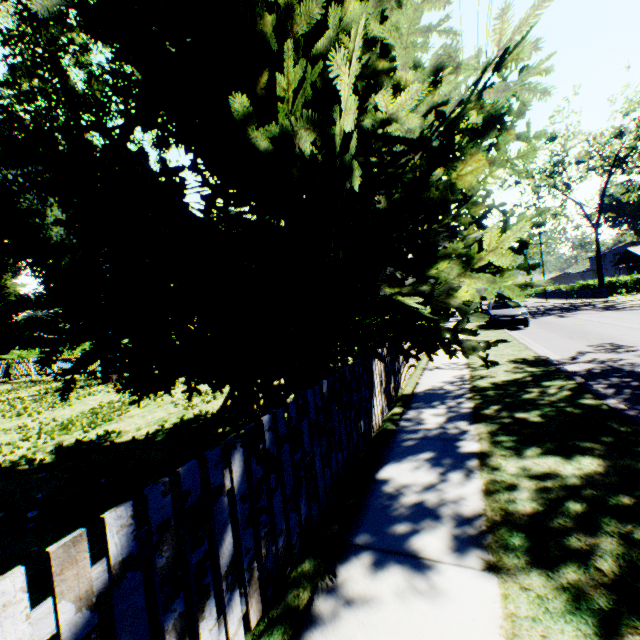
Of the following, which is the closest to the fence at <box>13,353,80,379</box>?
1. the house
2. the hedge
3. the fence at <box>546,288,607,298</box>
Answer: the fence at <box>546,288,607,298</box>

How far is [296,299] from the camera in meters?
4.1 m

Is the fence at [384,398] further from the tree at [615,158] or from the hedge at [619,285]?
the hedge at [619,285]

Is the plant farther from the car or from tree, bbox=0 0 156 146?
the car

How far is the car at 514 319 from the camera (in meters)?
17.10

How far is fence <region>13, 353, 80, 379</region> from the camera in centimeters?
1886cm

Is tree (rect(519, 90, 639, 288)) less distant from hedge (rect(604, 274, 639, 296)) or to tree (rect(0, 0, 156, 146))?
hedge (rect(604, 274, 639, 296))

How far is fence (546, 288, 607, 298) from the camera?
35.19m
